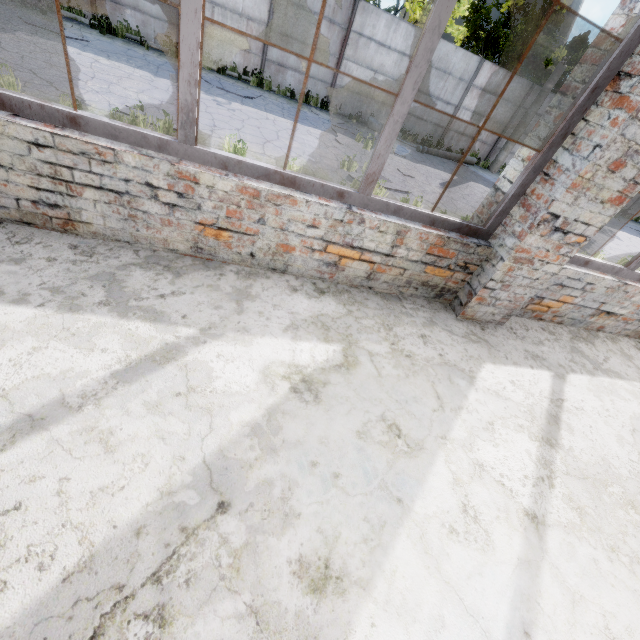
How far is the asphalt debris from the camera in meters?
11.2 m

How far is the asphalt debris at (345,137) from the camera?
11.19m

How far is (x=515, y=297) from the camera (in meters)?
3.08
